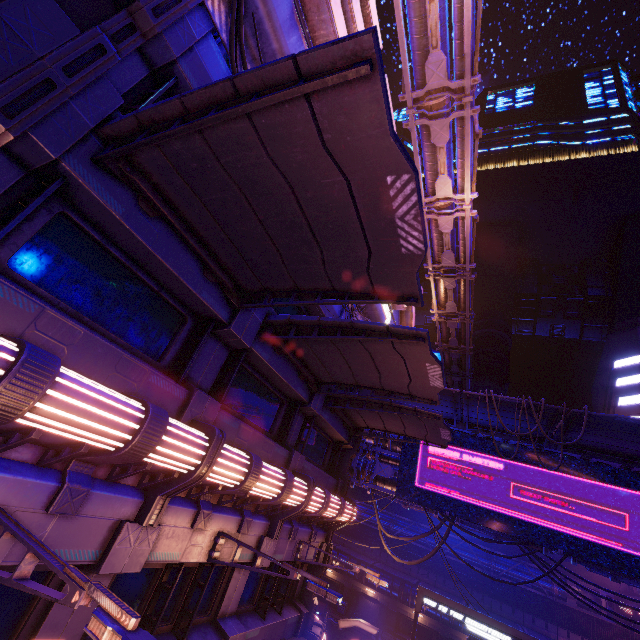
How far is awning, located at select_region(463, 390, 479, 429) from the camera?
15.45m

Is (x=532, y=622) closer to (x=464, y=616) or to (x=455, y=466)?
(x=464, y=616)

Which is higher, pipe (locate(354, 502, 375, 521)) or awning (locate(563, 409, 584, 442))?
awning (locate(563, 409, 584, 442))

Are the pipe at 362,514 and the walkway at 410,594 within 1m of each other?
no

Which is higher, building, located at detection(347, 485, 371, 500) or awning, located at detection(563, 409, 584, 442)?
awning, located at detection(563, 409, 584, 442)

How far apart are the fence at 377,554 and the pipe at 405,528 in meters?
0.0 m

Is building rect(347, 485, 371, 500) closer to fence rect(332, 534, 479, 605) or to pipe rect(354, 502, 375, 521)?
pipe rect(354, 502, 375, 521)

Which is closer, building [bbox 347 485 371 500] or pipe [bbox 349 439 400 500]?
pipe [bbox 349 439 400 500]
